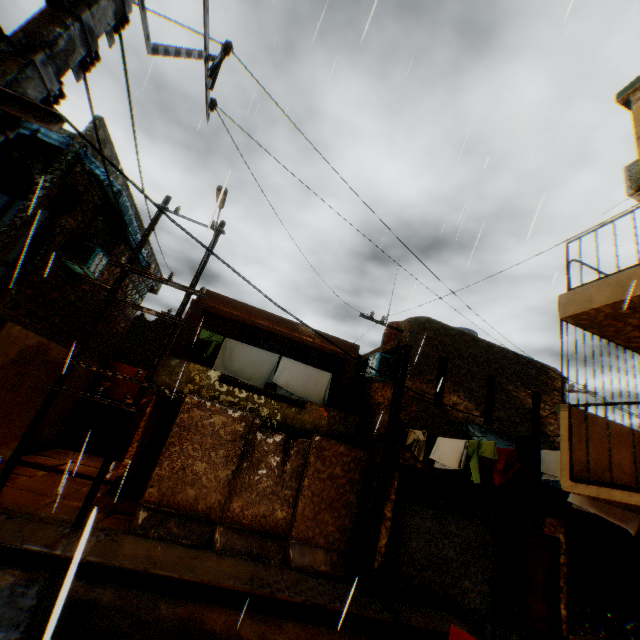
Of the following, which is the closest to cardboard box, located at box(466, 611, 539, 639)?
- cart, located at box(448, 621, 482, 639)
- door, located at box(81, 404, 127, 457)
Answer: cart, located at box(448, 621, 482, 639)

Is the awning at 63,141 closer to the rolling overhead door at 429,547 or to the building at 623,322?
the building at 623,322

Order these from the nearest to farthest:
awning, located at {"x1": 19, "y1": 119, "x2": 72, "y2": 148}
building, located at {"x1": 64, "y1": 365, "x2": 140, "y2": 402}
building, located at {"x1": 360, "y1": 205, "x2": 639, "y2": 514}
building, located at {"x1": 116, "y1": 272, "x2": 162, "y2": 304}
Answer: building, located at {"x1": 360, "y1": 205, "x2": 639, "y2": 514} → awning, located at {"x1": 19, "y1": 119, "x2": 72, "y2": 148} → building, located at {"x1": 64, "y1": 365, "x2": 140, "y2": 402} → building, located at {"x1": 116, "y1": 272, "x2": 162, "y2": 304}

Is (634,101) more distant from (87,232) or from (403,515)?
(87,232)

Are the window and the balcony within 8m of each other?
yes

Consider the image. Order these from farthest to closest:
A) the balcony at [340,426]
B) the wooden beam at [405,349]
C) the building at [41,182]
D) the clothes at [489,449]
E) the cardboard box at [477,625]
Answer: the wooden beam at [405,349] < the balcony at [340,426] < the building at [41,182] < the clothes at [489,449] < the cardboard box at [477,625]

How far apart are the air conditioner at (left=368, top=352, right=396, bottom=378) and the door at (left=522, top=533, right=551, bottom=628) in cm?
593

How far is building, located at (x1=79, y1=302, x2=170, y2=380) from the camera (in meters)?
13.66
